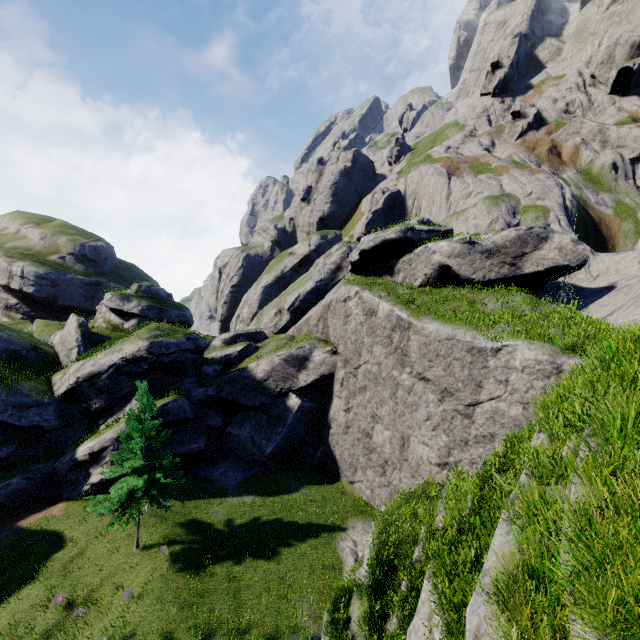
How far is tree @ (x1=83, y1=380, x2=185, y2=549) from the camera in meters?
18.3

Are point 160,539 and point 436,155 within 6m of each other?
no

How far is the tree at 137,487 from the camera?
18.3 meters
